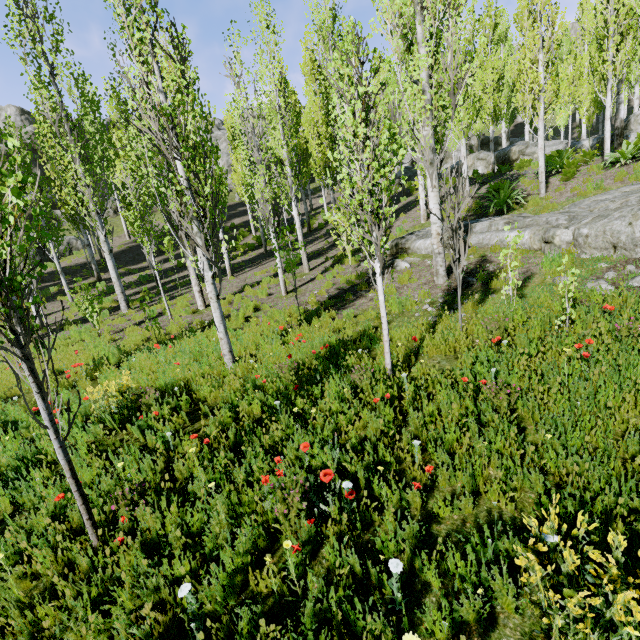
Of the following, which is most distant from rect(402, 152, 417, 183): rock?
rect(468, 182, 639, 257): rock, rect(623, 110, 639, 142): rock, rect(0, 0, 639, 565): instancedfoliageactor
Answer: rect(468, 182, 639, 257): rock

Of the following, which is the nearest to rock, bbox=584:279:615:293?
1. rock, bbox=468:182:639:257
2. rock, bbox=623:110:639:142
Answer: rock, bbox=623:110:639:142

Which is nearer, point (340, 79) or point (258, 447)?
point (258, 447)

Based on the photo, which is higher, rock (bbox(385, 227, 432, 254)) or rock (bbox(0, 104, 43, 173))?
rock (bbox(0, 104, 43, 173))

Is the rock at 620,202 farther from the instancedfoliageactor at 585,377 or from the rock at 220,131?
the rock at 220,131

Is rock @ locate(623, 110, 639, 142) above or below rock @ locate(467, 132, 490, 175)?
below

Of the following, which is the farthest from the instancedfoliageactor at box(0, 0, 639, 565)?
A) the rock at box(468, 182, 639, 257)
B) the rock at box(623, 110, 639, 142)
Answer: the rock at box(468, 182, 639, 257)

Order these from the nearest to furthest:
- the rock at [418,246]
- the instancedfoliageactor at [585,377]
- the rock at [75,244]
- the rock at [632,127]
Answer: the instancedfoliageactor at [585,377]
the rock at [418,246]
the rock at [632,127]
the rock at [75,244]
